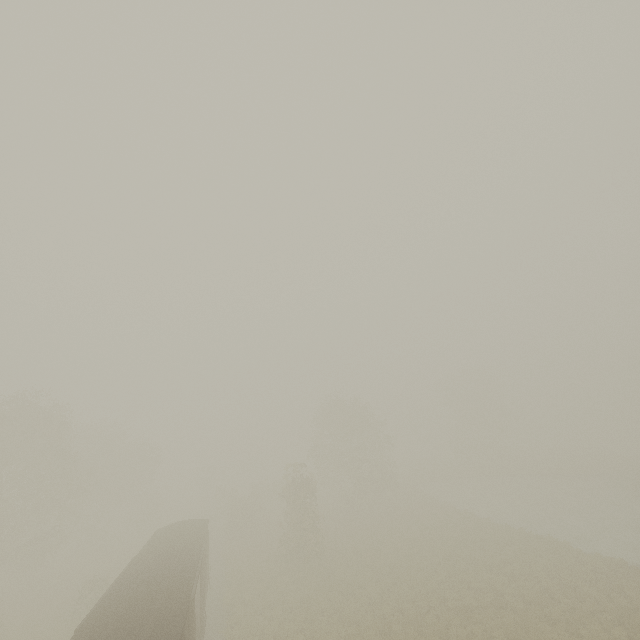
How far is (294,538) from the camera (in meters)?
27.20

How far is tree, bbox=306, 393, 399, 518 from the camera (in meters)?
39.06

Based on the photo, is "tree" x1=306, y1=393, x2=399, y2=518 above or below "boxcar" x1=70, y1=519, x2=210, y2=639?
above

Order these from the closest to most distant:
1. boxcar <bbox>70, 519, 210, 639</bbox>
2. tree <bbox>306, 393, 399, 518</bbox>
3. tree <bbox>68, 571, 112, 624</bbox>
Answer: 1. boxcar <bbox>70, 519, 210, 639</bbox>
2. tree <bbox>68, 571, 112, 624</bbox>
3. tree <bbox>306, 393, 399, 518</bbox>

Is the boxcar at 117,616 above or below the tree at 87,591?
above

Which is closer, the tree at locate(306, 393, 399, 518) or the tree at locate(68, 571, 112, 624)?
the tree at locate(68, 571, 112, 624)

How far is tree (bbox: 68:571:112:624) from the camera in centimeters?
2239cm

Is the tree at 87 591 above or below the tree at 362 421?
below
